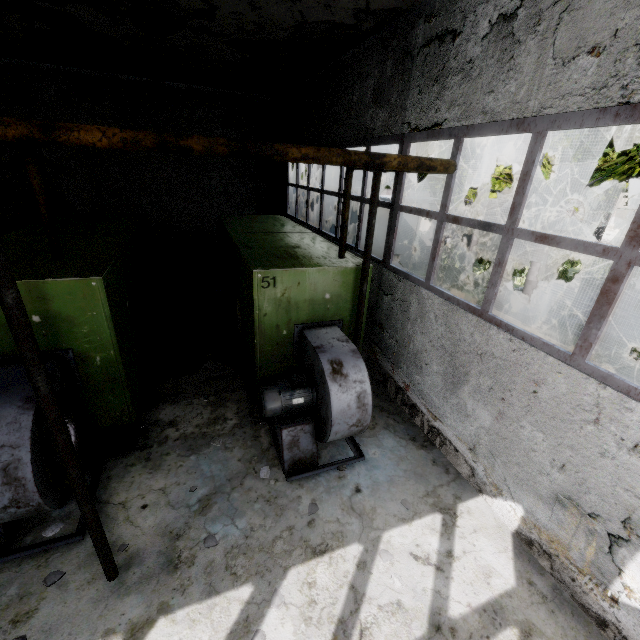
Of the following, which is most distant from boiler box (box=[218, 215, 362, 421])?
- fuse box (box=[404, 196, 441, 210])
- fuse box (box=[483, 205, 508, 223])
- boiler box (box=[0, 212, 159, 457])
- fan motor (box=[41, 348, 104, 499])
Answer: fuse box (box=[483, 205, 508, 223])

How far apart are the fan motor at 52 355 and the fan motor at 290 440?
2.4 meters

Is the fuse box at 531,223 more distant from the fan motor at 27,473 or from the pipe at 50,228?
the fan motor at 27,473

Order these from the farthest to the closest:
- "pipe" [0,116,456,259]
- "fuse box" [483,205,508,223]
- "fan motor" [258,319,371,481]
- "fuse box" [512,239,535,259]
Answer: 1. "fuse box" [512,239,535,259]
2. "fuse box" [483,205,508,223]
3. "fan motor" [258,319,371,481]
4. "pipe" [0,116,456,259]

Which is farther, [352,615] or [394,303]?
[394,303]

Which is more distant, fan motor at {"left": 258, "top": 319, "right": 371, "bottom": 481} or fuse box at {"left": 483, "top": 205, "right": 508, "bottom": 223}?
fuse box at {"left": 483, "top": 205, "right": 508, "bottom": 223}

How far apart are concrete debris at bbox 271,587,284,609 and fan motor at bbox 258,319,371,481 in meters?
1.4 m

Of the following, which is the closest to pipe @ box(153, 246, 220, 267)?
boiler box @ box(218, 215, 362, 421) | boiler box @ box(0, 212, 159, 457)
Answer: boiler box @ box(218, 215, 362, 421)
